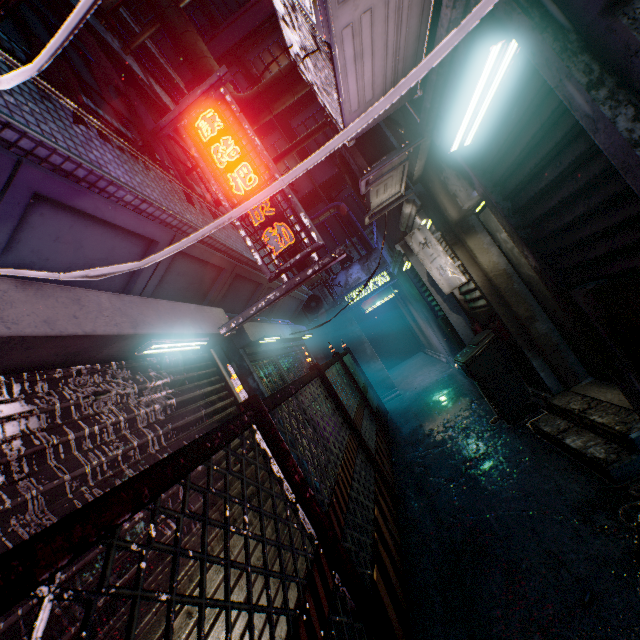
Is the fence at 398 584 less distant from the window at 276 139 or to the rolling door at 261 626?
the rolling door at 261 626

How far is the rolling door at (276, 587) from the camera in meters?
2.1 m

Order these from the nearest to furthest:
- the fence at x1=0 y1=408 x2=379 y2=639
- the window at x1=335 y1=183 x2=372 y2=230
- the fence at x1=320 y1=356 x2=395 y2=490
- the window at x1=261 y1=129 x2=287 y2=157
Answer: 1. the fence at x1=0 y1=408 x2=379 y2=639
2. the fence at x1=320 y1=356 x2=395 y2=490
3. the window at x1=335 y1=183 x2=372 y2=230
4. the window at x1=261 y1=129 x2=287 y2=157

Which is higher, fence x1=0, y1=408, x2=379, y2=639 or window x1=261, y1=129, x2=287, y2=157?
window x1=261, y1=129, x2=287, y2=157

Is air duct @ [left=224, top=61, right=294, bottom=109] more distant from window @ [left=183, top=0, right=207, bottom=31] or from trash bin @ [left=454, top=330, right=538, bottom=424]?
window @ [left=183, top=0, right=207, bottom=31]

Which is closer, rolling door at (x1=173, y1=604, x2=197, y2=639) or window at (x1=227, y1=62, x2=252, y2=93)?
rolling door at (x1=173, y1=604, x2=197, y2=639)

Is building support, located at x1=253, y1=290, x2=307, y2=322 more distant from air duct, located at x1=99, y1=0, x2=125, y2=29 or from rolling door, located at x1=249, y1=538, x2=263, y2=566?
air duct, located at x1=99, y1=0, x2=125, y2=29

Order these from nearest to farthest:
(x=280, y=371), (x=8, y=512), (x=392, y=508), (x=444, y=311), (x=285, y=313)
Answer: (x=8, y=512) → (x=392, y=508) → (x=280, y=371) → (x=444, y=311) → (x=285, y=313)
